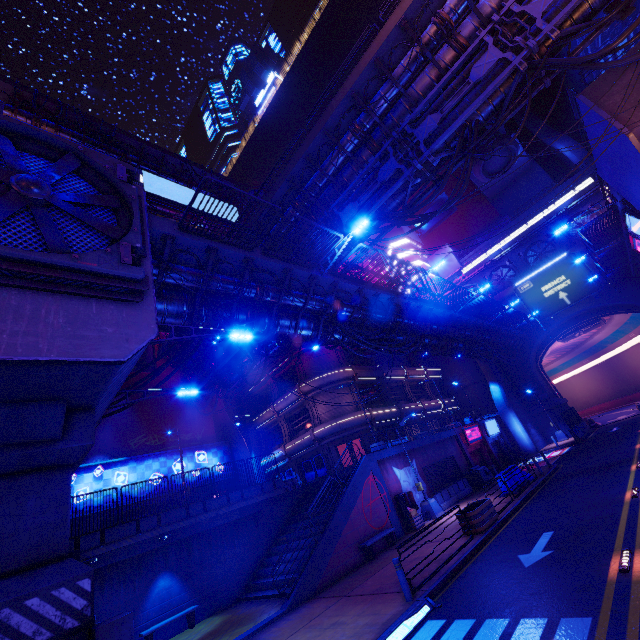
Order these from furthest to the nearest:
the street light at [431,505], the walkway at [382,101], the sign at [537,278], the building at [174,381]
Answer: the sign at [537,278], the building at [174,381], the street light at [431,505], the walkway at [382,101]

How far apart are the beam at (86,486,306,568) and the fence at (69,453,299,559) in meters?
0.0 m

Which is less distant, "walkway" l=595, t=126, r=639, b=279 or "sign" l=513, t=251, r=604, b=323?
"walkway" l=595, t=126, r=639, b=279

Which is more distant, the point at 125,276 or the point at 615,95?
the point at 615,95

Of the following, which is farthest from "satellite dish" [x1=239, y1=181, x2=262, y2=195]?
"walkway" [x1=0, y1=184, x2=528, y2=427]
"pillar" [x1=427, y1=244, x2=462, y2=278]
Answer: "walkway" [x1=0, y1=184, x2=528, y2=427]

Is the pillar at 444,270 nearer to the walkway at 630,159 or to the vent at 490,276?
the vent at 490,276

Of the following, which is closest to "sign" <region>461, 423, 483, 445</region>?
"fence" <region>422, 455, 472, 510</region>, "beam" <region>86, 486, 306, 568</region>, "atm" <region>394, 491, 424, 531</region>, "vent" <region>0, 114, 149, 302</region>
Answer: "fence" <region>422, 455, 472, 510</region>

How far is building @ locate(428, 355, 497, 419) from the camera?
42.7 meters
